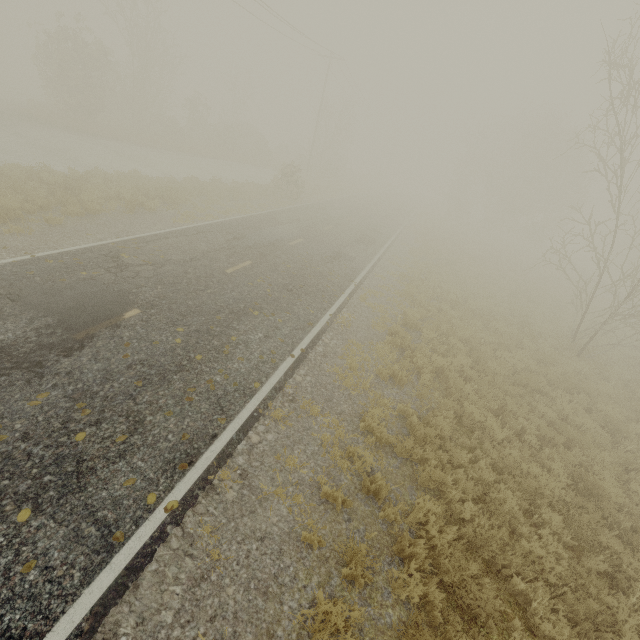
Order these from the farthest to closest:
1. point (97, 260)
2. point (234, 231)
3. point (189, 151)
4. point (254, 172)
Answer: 1. point (254, 172)
2. point (189, 151)
3. point (234, 231)
4. point (97, 260)
